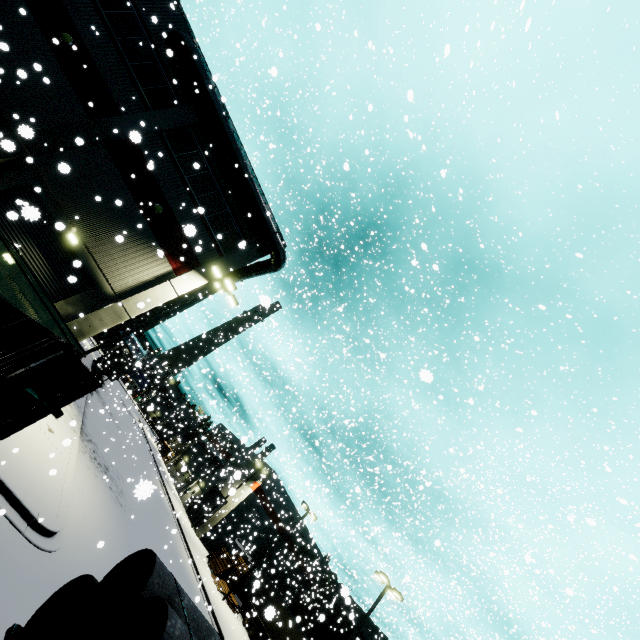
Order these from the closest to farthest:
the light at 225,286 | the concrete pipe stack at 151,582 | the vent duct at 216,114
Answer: the concrete pipe stack at 151,582 → the light at 225,286 → the vent duct at 216,114

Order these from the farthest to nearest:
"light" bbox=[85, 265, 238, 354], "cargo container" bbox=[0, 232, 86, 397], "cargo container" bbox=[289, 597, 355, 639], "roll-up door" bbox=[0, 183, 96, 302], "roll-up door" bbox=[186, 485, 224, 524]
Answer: "roll-up door" bbox=[186, 485, 224, 524] < "cargo container" bbox=[289, 597, 355, 639] < "light" bbox=[85, 265, 238, 354] < "roll-up door" bbox=[0, 183, 96, 302] < "cargo container" bbox=[0, 232, 86, 397]

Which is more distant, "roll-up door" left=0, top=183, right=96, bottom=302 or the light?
the light

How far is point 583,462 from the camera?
7.2 meters

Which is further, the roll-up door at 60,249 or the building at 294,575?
the building at 294,575

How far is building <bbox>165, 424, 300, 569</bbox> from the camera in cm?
3691

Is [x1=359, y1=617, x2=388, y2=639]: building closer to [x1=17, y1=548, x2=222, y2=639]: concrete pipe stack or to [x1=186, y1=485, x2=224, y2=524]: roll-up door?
[x1=186, y1=485, x2=224, y2=524]: roll-up door

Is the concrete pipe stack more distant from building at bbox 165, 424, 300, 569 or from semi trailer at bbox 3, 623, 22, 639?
building at bbox 165, 424, 300, 569
